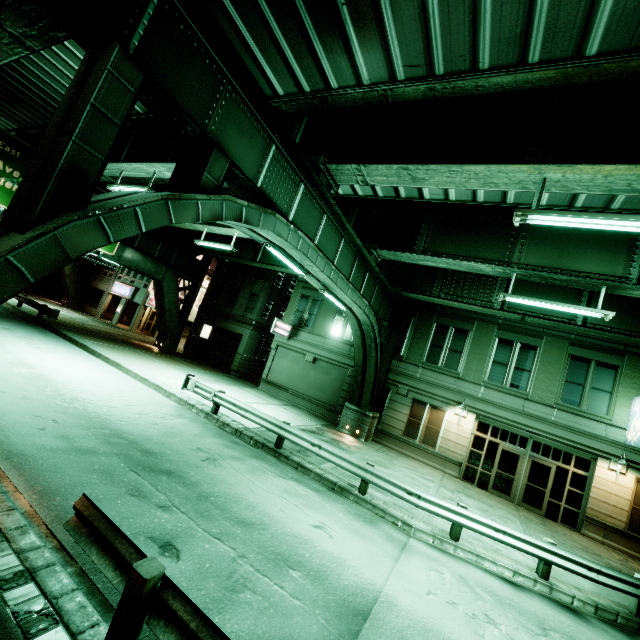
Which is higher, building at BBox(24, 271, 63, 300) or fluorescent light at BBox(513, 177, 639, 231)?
fluorescent light at BBox(513, 177, 639, 231)

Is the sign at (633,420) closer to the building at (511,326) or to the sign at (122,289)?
the building at (511,326)

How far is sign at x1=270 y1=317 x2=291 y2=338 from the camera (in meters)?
22.84

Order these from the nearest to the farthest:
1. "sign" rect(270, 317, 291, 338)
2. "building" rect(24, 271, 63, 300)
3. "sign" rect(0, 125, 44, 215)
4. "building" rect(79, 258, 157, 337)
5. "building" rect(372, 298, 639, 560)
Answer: "building" rect(372, 298, 639, 560), "sign" rect(0, 125, 44, 215), "sign" rect(270, 317, 291, 338), "building" rect(79, 258, 157, 337), "building" rect(24, 271, 63, 300)

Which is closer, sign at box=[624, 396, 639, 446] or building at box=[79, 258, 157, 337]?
sign at box=[624, 396, 639, 446]

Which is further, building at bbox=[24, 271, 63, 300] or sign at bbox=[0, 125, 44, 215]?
building at bbox=[24, 271, 63, 300]

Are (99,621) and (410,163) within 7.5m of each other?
no

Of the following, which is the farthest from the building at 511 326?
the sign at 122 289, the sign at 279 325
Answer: the sign at 122 289
